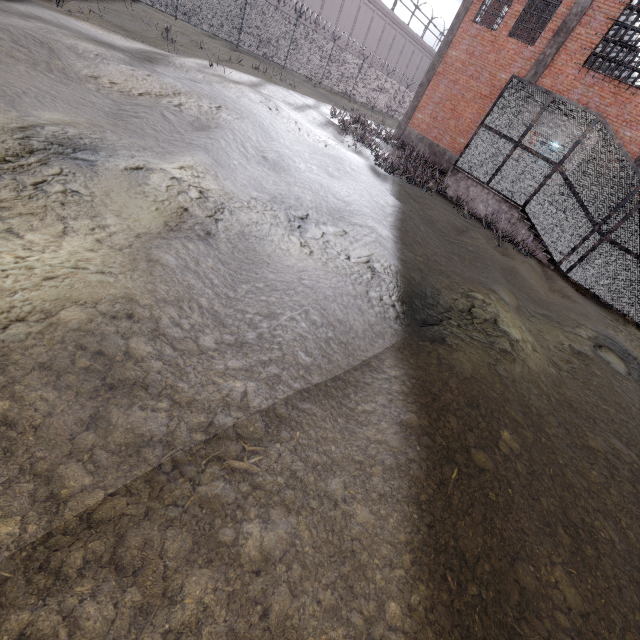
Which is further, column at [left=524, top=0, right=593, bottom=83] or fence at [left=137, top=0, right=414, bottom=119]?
fence at [left=137, top=0, right=414, bottom=119]

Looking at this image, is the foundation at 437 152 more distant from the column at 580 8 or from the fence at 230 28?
the fence at 230 28

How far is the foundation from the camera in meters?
17.8

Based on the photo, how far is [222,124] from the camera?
8.0 meters

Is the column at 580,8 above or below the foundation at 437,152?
above

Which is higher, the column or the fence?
the column

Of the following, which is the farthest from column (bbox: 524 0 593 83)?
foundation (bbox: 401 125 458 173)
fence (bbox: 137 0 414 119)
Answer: fence (bbox: 137 0 414 119)
